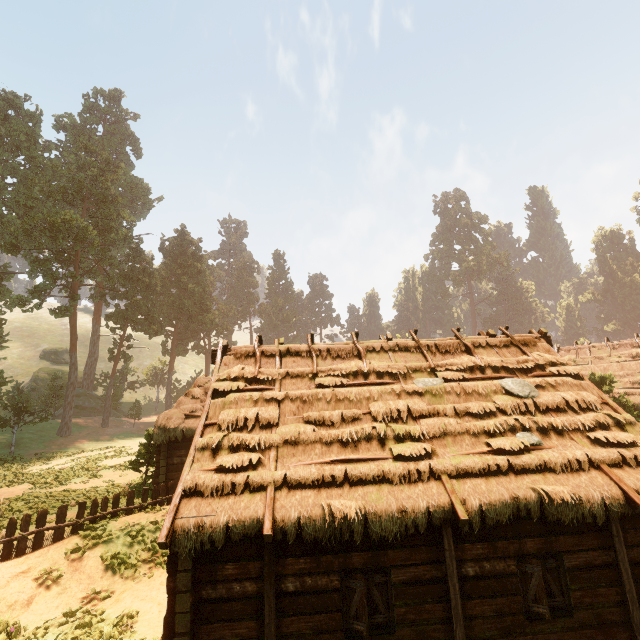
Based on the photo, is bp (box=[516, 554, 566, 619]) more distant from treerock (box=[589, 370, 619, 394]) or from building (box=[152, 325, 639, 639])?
treerock (box=[589, 370, 619, 394])

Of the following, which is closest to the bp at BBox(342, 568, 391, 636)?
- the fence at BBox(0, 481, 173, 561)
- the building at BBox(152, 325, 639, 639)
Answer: the building at BBox(152, 325, 639, 639)

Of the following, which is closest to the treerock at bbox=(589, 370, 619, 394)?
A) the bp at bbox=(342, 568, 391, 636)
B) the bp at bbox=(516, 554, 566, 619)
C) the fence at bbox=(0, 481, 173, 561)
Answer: the fence at bbox=(0, 481, 173, 561)

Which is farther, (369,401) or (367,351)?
(367,351)

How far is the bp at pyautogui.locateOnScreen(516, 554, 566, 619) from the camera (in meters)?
7.04

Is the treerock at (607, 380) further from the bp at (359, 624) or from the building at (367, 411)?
the bp at (359, 624)

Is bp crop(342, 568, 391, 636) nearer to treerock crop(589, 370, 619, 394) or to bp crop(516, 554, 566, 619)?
bp crop(516, 554, 566, 619)

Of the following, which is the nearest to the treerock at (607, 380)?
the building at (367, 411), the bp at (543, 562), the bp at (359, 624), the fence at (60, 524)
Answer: the building at (367, 411)
